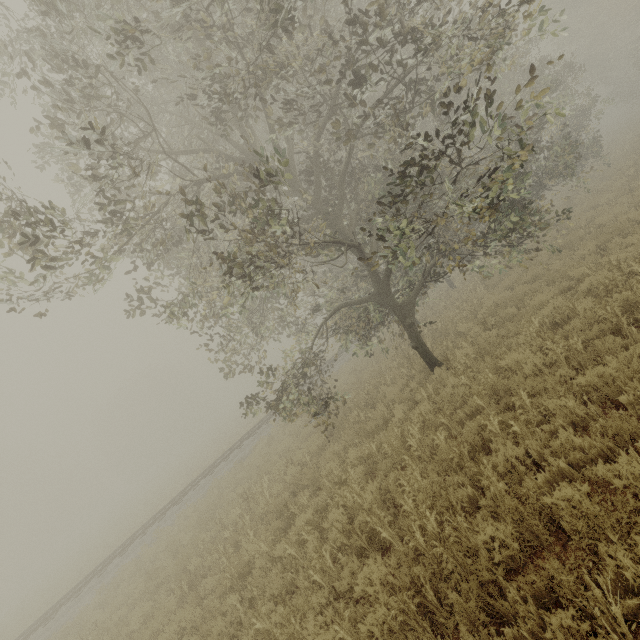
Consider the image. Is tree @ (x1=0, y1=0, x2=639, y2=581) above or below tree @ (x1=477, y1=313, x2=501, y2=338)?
above

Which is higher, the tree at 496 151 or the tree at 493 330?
the tree at 496 151

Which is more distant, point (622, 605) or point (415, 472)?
point (415, 472)

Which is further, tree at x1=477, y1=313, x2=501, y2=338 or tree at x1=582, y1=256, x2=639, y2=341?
tree at x1=477, y1=313, x2=501, y2=338

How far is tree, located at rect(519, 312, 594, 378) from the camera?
6.0m
